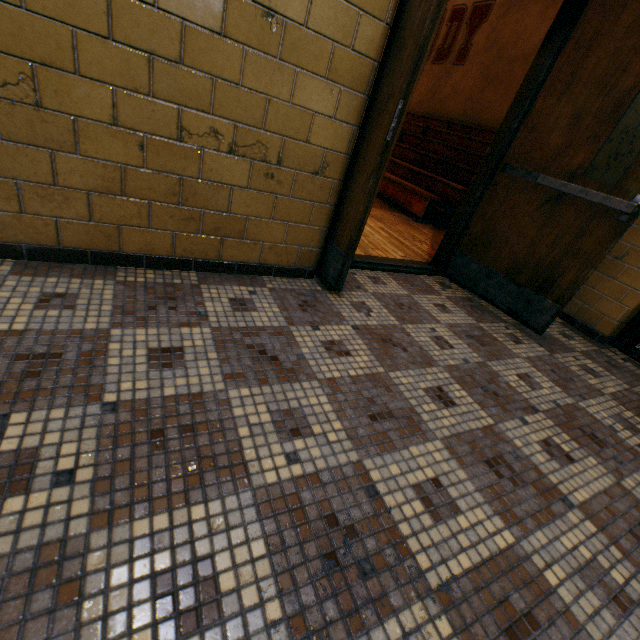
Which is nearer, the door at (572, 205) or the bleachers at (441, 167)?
the door at (572, 205)

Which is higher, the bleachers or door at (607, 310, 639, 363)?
the bleachers

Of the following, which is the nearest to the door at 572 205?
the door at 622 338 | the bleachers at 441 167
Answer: the door at 622 338

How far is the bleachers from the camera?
5.3 meters

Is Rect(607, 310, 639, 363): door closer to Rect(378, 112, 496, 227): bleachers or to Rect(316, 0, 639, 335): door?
Rect(316, 0, 639, 335): door

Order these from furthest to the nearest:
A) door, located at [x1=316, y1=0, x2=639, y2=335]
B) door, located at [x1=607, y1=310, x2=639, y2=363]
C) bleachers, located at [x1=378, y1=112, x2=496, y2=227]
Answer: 1. bleachers, located at [x1=378, y1=112, x2=496, y2=227]
2. door, located at [x1=607, y1=310, x2=639, y2=363]
3. door, located at [x1=316, y1=0, x2=639, y2=335]

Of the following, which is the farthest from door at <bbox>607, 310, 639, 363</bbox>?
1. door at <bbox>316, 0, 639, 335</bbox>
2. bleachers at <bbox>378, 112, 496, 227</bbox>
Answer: bleachers at <bbox>378, 112, 496, 227</bbox>

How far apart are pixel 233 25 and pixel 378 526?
1.97m
